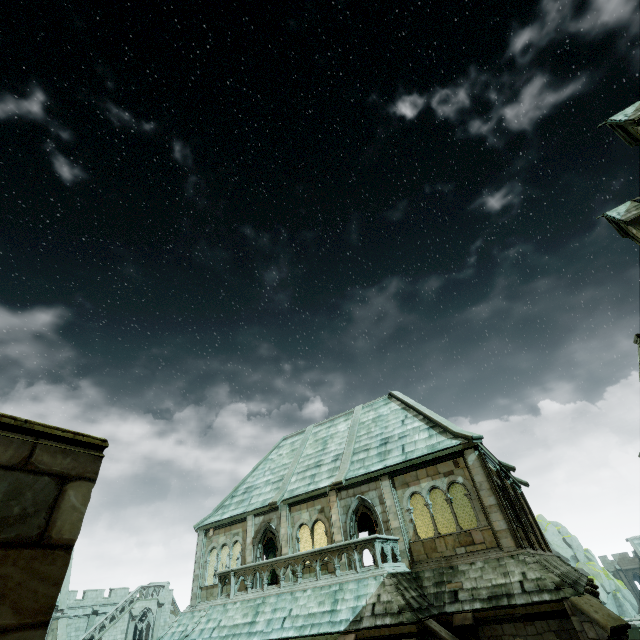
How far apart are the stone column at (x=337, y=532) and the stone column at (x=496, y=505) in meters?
6.6 m

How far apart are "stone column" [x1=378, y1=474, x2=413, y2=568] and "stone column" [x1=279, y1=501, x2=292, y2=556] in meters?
5.8 m

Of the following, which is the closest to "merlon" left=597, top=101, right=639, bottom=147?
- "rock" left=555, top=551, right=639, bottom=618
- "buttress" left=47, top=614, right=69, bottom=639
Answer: "buttress" left=47, top=614, right=69, bottom=639

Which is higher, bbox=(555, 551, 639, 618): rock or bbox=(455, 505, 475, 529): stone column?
bbox=(455, 505, 475, 529): stone column

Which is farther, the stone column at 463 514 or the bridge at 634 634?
the bridge at 634 634

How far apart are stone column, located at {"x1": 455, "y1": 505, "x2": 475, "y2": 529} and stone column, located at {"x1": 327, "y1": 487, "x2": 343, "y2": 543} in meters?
12.9

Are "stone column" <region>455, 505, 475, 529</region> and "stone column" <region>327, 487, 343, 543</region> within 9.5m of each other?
no

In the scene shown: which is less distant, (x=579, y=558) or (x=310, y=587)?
(x=310, y=587)
